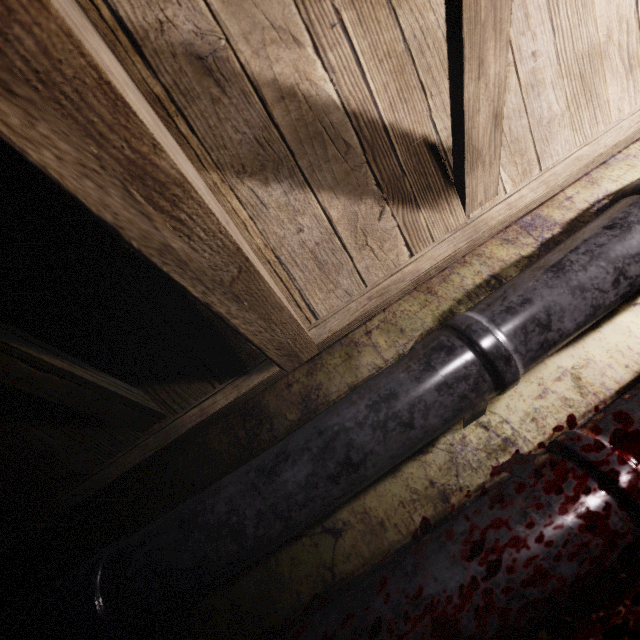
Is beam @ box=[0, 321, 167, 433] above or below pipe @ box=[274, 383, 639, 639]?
above

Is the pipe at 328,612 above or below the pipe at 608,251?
below

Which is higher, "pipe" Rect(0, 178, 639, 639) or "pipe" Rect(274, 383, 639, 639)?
"pipe" Rect(0, 178, 639, 639)

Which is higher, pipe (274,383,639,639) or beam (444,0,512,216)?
beam (444,0,512,216)

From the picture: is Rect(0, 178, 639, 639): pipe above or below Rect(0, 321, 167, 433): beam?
below

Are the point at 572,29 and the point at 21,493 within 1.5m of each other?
no

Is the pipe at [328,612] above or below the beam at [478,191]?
below

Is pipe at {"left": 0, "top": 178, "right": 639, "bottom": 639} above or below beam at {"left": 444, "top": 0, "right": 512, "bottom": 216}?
below
